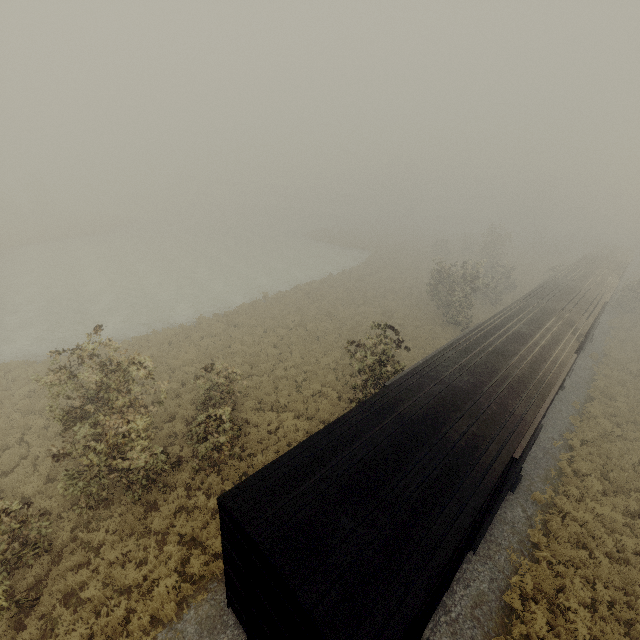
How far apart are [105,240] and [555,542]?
58.4 meters
